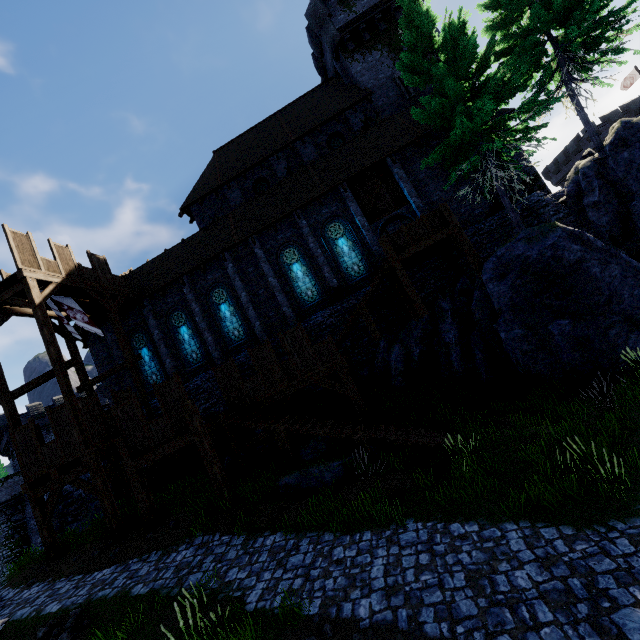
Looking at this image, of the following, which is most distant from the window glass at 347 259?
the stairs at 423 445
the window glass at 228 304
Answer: the stairs at 423 445

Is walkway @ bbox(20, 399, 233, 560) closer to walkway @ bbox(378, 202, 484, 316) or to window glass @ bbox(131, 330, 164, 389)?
window glass @ bbox(131, 330, 164, 389)

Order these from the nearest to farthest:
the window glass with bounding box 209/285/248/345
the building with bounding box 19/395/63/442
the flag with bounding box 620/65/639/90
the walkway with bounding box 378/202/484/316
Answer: the walkway with bounding box 378/202/484/316 < the window glass with bounding box 209/285/248/345 < the building with bounding box 19/395/63/442 < the flag with bounding box 620/65/639/90

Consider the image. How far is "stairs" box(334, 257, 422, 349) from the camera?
14.6 meters

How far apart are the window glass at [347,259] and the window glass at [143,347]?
12.5m

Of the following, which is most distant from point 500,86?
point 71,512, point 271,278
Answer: point 71,512

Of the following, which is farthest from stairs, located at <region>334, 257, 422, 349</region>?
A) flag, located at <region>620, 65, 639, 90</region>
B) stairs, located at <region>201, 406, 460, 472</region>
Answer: flag, located at <region>620, 65, 639, 90</region>

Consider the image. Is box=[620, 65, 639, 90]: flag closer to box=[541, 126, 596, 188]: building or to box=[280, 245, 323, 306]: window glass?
box=[541, 126, 596, 188]: building
